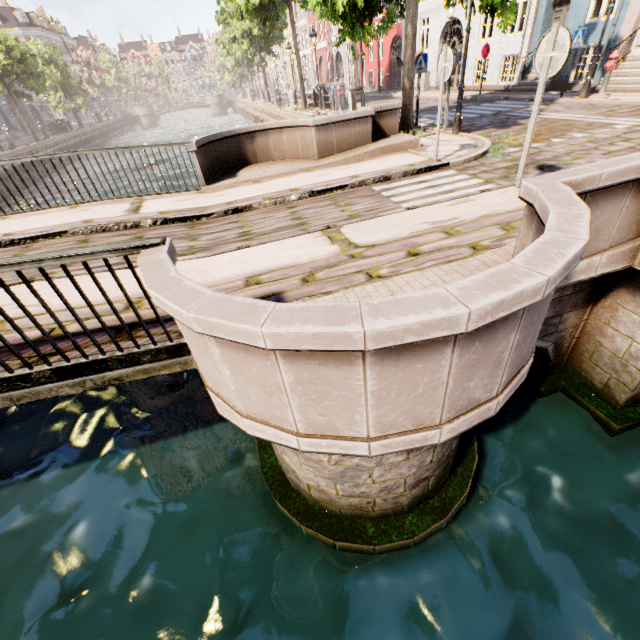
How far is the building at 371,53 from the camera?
27.9 meters

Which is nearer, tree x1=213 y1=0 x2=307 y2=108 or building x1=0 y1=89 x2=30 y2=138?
tree x1=213 y1=0 x2=307 y2=108

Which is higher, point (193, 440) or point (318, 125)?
point (318, 125)

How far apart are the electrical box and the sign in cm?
193

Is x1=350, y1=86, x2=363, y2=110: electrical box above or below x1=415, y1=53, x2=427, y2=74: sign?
below

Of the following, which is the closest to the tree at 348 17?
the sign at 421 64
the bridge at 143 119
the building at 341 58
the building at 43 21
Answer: the sign at 421 64

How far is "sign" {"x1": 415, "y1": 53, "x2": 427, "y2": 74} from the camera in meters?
9.9 m

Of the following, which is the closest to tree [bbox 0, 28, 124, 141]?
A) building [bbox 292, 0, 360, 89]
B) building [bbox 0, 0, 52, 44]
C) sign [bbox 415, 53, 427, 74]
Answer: sign [bbox 415, 53, 427, 74]
